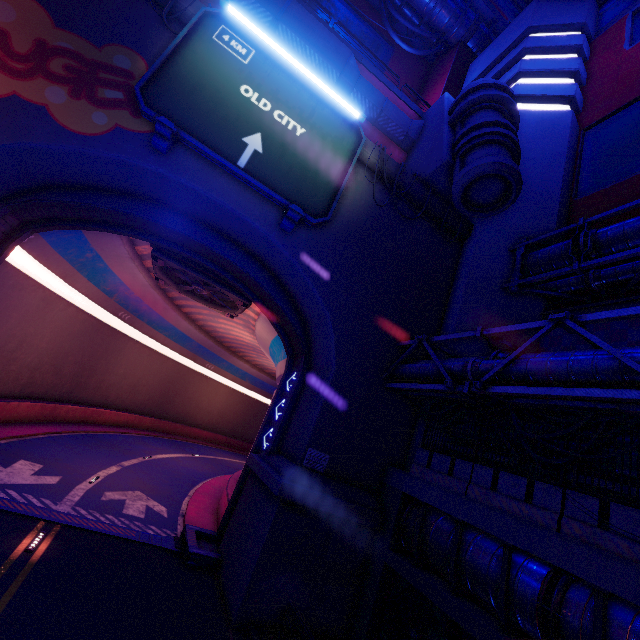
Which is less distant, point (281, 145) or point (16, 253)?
point (281, 145)

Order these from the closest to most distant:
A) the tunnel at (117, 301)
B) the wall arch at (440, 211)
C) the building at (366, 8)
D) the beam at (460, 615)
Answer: the beam at (460, 615), the tunnel at (117, 301), the wall arch at (440, 211), the building at (366, 8)

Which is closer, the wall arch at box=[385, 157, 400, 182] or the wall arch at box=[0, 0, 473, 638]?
the wall arch at box=[0, 0, 473, 638]

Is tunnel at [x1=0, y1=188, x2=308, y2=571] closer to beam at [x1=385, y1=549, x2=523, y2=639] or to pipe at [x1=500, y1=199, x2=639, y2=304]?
beam at [x1=385, y1=549, x2=523, y2=639]

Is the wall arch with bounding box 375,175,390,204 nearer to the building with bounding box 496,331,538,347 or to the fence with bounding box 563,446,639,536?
the building with bounding box 496,331,538,347

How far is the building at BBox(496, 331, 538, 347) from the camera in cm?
1381

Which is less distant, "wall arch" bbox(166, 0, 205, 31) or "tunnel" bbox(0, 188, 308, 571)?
"wall arch" bbox(166, 0, 205, 31)

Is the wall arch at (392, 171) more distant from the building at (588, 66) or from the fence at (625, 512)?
the fence at (625, 512)
